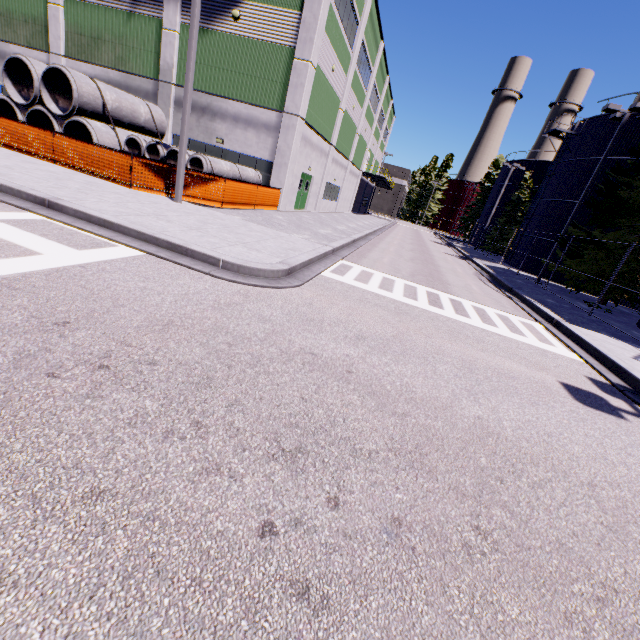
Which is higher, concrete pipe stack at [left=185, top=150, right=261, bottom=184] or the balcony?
the balcony

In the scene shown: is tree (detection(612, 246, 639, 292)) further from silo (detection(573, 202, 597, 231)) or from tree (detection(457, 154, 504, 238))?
tree (detection(457, 154, 504, 238))

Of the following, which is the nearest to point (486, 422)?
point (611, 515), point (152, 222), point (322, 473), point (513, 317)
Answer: point (611, 515)

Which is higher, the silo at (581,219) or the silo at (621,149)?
the silo at (621,149)

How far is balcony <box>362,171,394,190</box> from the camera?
39.8m

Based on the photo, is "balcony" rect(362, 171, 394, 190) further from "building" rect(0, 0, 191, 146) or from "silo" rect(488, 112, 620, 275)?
"silo" rect(488, 112, 620, 275)

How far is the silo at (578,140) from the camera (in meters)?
24.06

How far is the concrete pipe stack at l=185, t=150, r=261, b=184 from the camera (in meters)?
13.77
